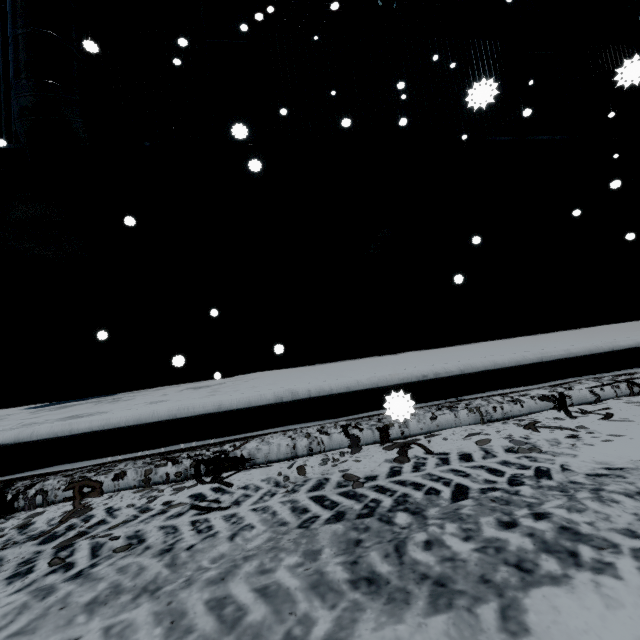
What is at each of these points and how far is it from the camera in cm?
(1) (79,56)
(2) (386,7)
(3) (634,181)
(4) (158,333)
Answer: (1) vent duct, 525
(2) light, 799
(3) vent duct, 860
(4) building, 638

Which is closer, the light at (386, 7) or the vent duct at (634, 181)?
the light at (386, 7)

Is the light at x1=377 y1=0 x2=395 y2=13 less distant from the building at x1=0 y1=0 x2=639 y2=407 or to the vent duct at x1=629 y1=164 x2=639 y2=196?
the building at x1=0 y1=0 x2=639 y2=407

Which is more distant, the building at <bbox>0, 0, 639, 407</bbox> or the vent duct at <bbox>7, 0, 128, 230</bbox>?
the building at <bbox>0, 0, 639, 407</bbox>

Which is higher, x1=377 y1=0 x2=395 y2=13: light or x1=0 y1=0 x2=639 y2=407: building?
x1=377 y1=0 x2=395 y2=13: light

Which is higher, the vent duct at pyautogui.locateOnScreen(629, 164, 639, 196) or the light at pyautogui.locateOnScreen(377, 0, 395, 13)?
the light at pyautogui.locateOnScreen(377, 0, 395, 13)
